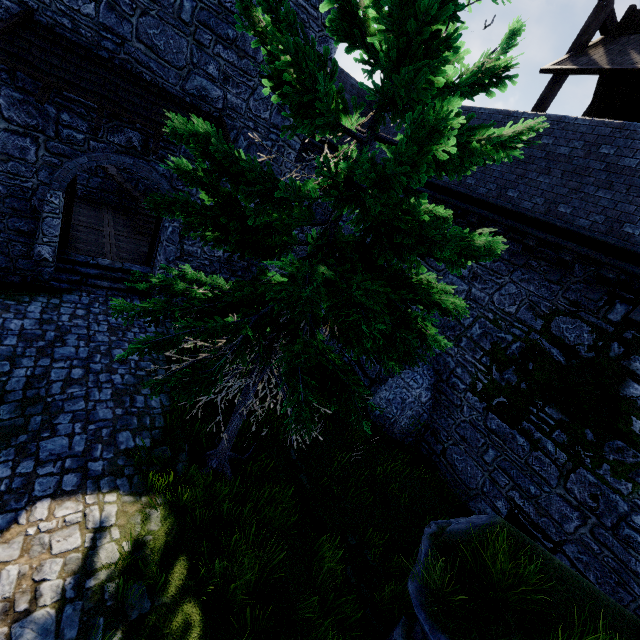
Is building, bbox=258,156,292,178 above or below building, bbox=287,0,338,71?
below

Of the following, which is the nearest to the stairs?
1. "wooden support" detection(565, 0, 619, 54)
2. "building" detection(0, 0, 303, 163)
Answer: "building" detection(0, 0, 303, 163)

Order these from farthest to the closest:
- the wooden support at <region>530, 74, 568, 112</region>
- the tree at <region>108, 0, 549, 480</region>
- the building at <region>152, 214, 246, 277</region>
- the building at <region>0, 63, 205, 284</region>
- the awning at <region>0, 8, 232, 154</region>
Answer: the building at <region>152, 214, 246, 277</region> → the wooden support at <region>530, 74, 568, 112</region> → the building at <region>0, 63, 205, 284</region> → the awning at <region>0, 8, 232, 154</region> → the tree at <region>108, 0, 549, 480</region>

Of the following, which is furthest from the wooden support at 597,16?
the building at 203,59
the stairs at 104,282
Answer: the stairs at 104,282

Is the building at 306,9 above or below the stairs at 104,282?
above

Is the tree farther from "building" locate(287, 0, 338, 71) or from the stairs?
"building" locate(287, 0, 338, 71)

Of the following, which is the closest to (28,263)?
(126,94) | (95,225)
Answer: (95,225)

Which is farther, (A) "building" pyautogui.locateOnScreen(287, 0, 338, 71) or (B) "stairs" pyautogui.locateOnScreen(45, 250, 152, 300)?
(B) "stairs" pyautogui.locateOnScreen(45, 250, 152, 300)
